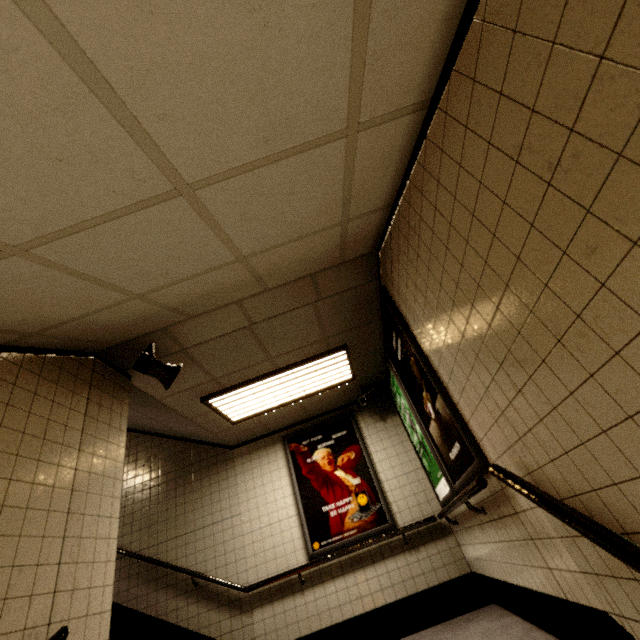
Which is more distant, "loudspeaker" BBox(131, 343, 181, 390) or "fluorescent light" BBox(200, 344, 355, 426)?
"fluorescent light" BBox(200, 344, 355, 426)

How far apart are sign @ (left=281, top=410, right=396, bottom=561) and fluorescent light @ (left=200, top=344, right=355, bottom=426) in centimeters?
86cm

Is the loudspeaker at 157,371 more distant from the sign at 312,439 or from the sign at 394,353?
the sign at 312,439

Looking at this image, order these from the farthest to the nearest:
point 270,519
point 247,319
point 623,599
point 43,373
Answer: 1. point 270,519
2. point 247,319
3. point 43,373
4. point 623,599

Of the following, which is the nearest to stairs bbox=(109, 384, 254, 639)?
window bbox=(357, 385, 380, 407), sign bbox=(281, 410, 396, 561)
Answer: sign bbox=(281, 410, 396, 561)

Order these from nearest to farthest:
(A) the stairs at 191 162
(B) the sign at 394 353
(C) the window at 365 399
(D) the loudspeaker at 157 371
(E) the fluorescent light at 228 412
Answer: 1. (A) the stairs at 191 162
2. (B) the sign at 394 353
3. (D) the loudspeaker at 157 371
4. (E) the fluorescent light at 228 412
5. (C) the window at 365 399

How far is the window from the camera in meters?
5.0 m

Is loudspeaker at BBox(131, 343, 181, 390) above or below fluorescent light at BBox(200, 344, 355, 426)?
below
